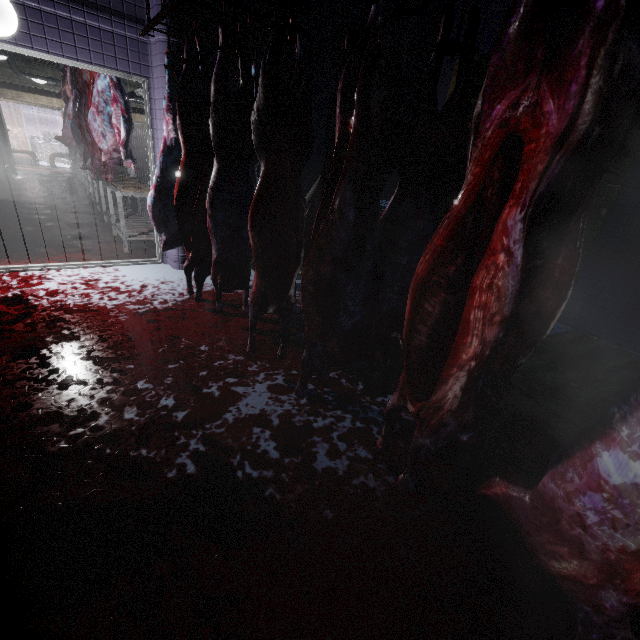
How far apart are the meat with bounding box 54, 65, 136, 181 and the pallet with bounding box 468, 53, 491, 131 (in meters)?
4.24

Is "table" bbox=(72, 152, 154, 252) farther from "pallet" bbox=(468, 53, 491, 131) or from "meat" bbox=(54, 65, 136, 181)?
"pallet" bbox=(468, 53, 491, 131)

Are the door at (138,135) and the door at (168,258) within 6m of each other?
no

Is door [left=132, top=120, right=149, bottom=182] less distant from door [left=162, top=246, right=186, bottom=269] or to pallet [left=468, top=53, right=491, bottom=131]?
door [left=162, top=246, right=186, bottom=269]

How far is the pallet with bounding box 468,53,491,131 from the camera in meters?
3.0

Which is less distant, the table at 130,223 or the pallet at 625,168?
the pallet at 625,168

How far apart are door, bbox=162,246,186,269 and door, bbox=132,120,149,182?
9.6 meters

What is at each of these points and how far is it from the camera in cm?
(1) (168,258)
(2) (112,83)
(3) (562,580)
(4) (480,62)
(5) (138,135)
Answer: (1) door, 414
(2) meat, 348
(3) meat, 94
(4) pallet, 306
(5) door, 1109
